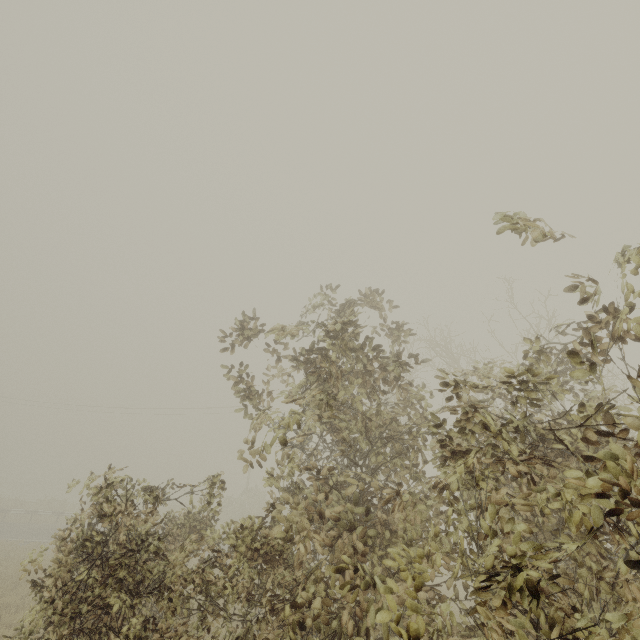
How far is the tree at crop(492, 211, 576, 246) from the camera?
1.9 meters

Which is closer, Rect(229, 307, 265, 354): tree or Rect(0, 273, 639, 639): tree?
Rect(0, 273, 639, 639): tree

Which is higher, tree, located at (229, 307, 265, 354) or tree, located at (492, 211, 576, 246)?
tree, located at (229, 307, 265, 354)

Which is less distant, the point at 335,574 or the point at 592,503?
the point at 592,503

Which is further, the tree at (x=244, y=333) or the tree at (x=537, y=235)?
the tree at (x=244, y=333)

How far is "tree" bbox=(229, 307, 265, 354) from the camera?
5.6 meters
